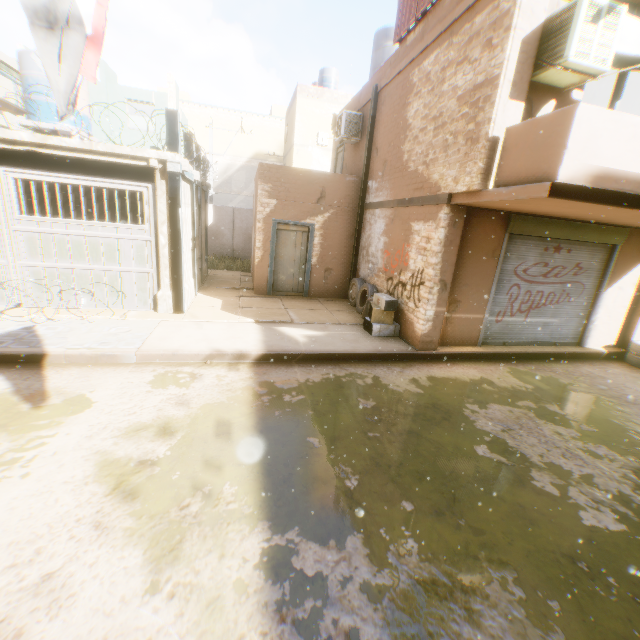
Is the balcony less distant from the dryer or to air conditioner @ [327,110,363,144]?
the dryer

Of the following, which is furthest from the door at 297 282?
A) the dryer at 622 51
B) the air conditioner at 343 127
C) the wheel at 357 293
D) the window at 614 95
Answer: the window at 614 95

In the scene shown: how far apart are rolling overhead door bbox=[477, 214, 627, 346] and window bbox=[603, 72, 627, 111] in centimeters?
135cm

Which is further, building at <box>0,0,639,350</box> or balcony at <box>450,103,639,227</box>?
building at <box>0,0,639,350</box>

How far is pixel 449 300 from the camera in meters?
7.4

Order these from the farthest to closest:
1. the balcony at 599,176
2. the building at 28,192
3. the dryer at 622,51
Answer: the building at 28,192
the dryer at 622,51
the balcony at 599,176

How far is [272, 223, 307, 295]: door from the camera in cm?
1069

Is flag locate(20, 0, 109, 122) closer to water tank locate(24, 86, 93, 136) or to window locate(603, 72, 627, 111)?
water tank locate(24, 86, 93, 136)
